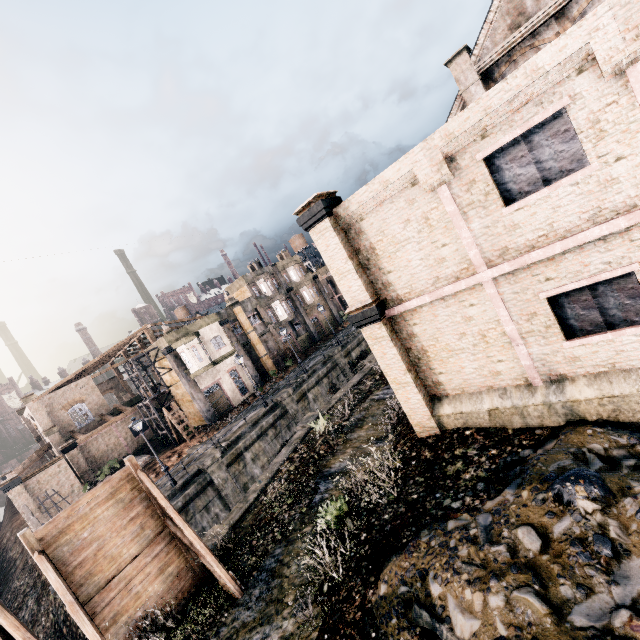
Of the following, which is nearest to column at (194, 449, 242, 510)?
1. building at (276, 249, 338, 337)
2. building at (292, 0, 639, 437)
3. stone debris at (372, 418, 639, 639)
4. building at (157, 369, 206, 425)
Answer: building at (157, 369, 206, 425)

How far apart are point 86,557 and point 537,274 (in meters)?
17.02

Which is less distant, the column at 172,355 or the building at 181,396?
the column at 172,355

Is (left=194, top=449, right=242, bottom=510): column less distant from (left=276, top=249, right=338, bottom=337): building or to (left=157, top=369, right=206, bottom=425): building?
(left=157, top=369, right=206, bottom=425): building

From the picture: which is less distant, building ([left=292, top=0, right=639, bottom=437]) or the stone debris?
the stone debris

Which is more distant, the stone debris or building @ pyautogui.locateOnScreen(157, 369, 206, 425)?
building @ pyautogui.locateOnScreen(157, 369, 206, 425)

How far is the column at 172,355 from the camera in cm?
3372

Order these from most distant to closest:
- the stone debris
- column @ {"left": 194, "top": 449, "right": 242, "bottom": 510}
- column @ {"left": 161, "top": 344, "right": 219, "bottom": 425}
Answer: column @ {"left": 161, "top": 344, "right": 219, "bottom": 425}
column @ {"left": 194, "top": 449, "right": 242, "bottom": 510}
the stone debris
